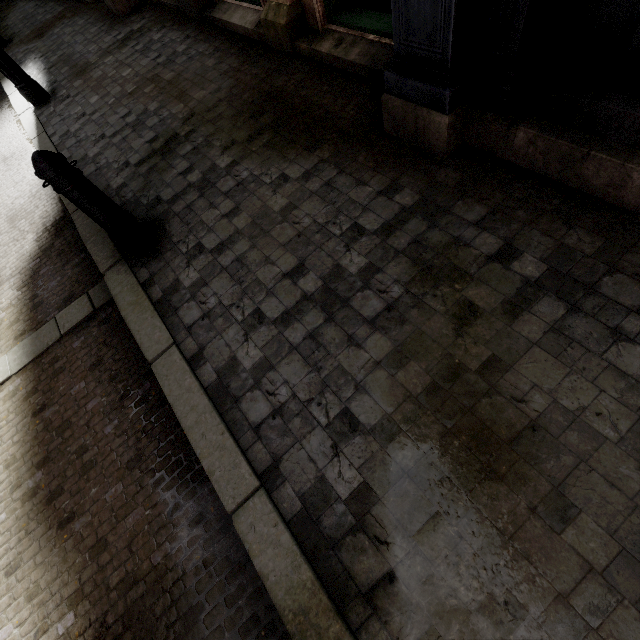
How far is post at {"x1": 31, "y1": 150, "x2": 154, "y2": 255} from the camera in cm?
227

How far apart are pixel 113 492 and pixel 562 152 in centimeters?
370cm

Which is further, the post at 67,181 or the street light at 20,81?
the street light at 20,81

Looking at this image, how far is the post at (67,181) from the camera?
2.3m

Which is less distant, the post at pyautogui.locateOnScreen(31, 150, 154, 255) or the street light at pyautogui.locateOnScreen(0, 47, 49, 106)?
the post at pyautogui.locateOnScreen(31, 150, 154, 255)
